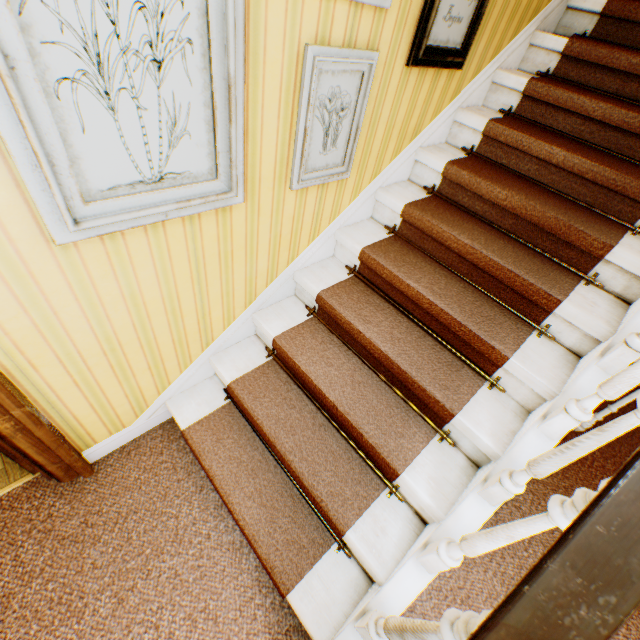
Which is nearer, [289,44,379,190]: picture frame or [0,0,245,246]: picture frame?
[0,0,245,246]: picture frame

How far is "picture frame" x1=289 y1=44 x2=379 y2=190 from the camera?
1.37m

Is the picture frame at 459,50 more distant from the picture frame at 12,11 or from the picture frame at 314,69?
the picture frame at 12,11

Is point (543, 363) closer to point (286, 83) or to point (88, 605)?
point (286, 83)

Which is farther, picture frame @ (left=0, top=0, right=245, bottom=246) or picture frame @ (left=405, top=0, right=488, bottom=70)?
picture frame @ (left=405, top=0, right=488, bottom=70)

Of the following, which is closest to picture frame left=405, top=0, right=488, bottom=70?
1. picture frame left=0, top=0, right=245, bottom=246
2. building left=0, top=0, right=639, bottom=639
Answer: building left=0, top=0, right=639, bottom=639
